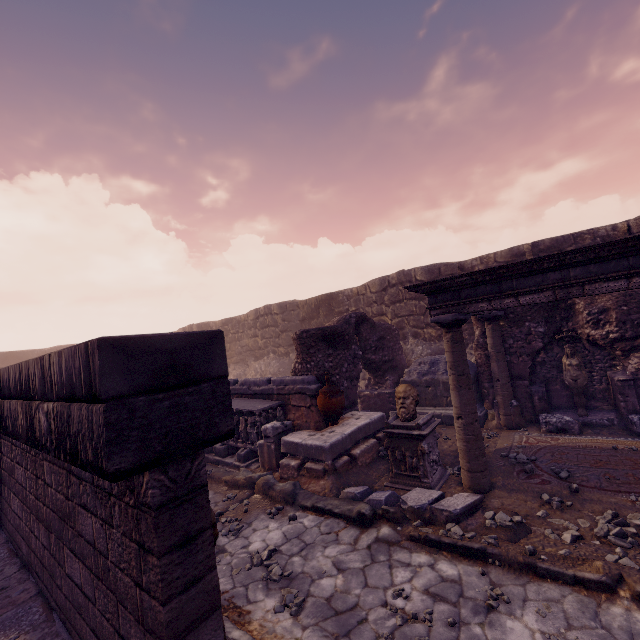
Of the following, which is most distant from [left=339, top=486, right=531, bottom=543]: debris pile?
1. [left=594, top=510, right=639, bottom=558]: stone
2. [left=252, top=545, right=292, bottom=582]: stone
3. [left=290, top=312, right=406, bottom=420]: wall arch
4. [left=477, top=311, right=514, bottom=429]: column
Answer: [left=477, top=311, right=514, bottom=429]: column

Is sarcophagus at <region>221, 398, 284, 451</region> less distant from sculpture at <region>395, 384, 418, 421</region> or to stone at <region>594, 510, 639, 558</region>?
sculpture at <region>395, 384, 418, 421</region>

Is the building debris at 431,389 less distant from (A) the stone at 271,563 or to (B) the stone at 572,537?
(B) the stone at 572,537

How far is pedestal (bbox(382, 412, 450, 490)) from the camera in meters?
5.7

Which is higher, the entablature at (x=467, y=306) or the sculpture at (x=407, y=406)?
the entablature at (x=467, y=306)

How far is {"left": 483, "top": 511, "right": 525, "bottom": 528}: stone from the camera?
4.2 meters

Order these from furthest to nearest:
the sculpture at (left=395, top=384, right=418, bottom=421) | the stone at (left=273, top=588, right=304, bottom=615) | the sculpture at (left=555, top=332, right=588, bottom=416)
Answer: the sculpture at (left=555, top=332, right=588, bottom=416), the sculpture at (left=395, top=384, right=418, bottom=421), the stone at (left=273, top=588, right=304, bottom=615)

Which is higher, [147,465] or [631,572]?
[147,465]
